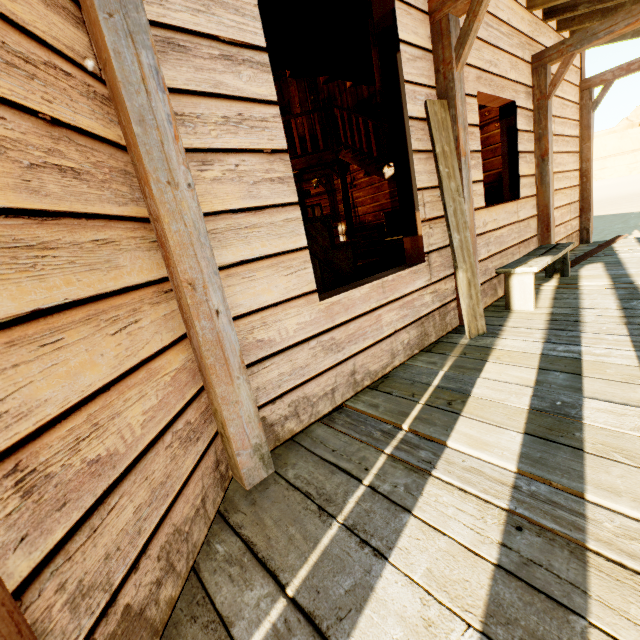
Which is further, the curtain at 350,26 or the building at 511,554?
the curtain at 350,26

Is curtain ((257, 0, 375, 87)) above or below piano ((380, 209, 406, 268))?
above

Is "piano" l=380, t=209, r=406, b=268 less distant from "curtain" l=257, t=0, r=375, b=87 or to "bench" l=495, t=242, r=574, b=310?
"bench" l=495, t=242, r=574, b=310

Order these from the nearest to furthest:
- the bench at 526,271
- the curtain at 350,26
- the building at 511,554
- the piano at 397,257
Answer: the building at 511,554 → the curtain at 350,26 → the bench at 526,271 → the piano at 397,257

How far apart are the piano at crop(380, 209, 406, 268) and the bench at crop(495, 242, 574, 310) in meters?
2.0

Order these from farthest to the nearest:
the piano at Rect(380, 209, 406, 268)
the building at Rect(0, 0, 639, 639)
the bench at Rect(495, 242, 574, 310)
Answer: the piano at Rect(380, 209, 406, 268) < the bench at Rect(495, 242, 574, 310) < the building at Rect(0, 0, 639, 639)

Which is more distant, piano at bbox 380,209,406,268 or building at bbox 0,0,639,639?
piano at bbox 380,209,406,268

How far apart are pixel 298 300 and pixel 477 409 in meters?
1.2
